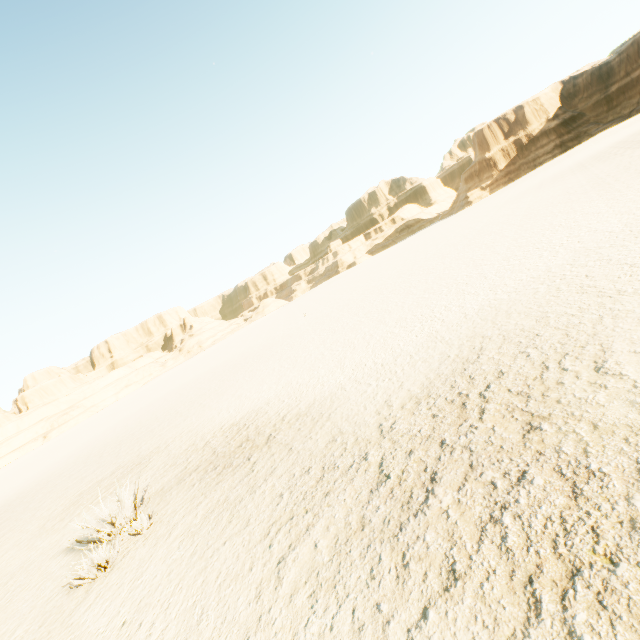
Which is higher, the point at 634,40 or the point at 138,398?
the point at 634,40
